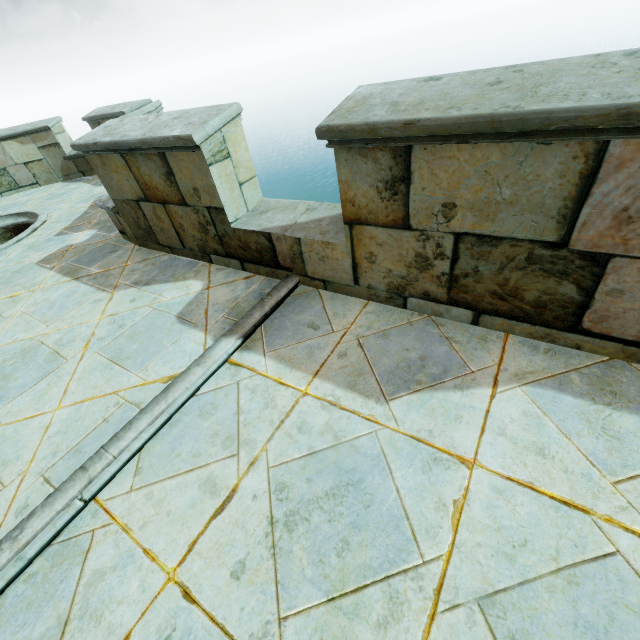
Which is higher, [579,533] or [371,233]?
[371,233]
